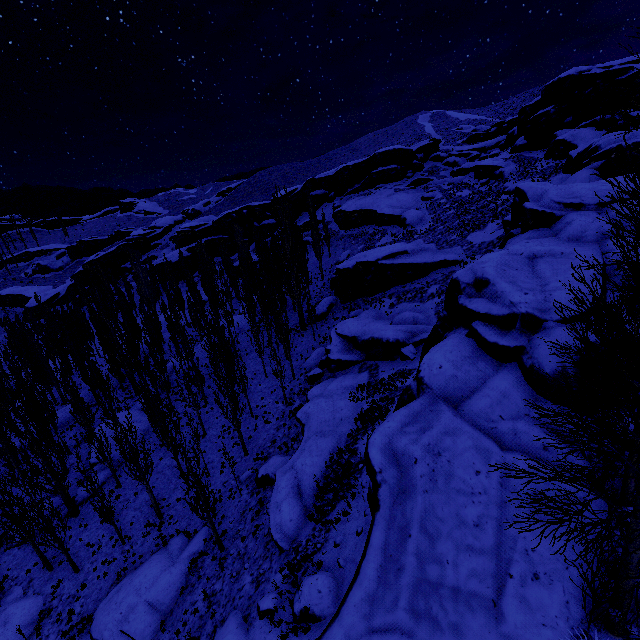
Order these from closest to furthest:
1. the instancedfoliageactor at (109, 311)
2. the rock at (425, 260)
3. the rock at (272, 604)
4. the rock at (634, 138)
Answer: the rock at (272, 604), the instancedfoliageactor at (109, 311), the rock at (634, 138), the rock at (425, 260)

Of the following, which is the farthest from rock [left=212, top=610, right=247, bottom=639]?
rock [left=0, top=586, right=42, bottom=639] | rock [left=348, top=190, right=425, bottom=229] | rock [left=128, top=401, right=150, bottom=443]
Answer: rock [left=128, top=401, right=150, bottom=443]

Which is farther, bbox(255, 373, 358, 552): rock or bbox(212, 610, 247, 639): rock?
bbox(255, 373, 358, 552): rock

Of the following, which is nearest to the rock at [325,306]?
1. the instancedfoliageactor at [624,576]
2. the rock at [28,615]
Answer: the instancedfoliageactor at [624,576]

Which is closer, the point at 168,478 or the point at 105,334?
the point at 168,478

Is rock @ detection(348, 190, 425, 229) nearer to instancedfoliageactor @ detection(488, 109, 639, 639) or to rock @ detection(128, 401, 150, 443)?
instancedfoliageactor @ detection(488, 109, 639, 639)

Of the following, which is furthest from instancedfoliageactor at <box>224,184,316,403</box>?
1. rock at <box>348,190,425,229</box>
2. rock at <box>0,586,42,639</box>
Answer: rock at <box>348,190,425,229</box>

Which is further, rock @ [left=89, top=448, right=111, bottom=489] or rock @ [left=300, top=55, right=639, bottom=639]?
rock @ [left=89, top=448, right=111, bottom=489]
